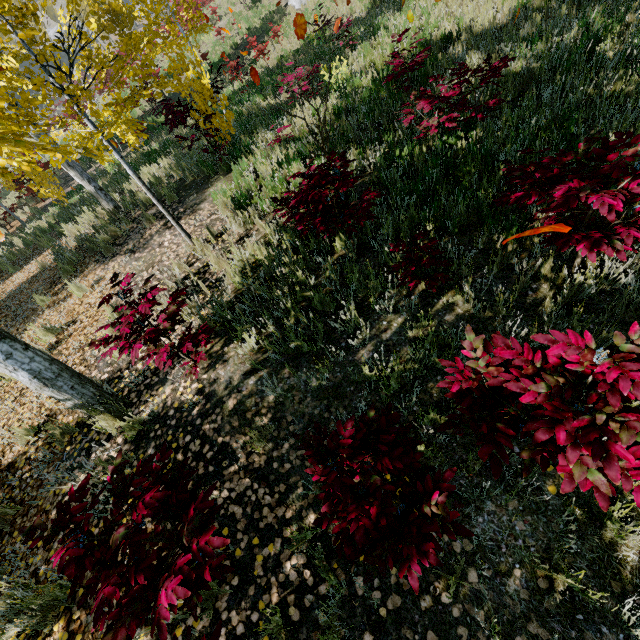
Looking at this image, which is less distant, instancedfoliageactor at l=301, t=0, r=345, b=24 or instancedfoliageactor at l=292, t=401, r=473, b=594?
instancedfoliageactor at l=292, t=401, r=473, b=594

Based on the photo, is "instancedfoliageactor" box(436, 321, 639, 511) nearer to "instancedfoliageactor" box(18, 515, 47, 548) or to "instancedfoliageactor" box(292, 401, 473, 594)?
"instancedfoliageactor" box(292, 401, 473, 594)

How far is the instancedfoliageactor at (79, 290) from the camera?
6.2m

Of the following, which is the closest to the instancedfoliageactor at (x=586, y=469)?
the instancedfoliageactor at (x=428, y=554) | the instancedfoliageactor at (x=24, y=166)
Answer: the instancedfoliageactor at (x=428, y=554)

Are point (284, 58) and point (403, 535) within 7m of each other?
no

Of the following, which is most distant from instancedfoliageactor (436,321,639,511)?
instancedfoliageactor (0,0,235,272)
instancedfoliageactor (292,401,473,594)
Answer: instancedfoliageactor (0,0,235,272)

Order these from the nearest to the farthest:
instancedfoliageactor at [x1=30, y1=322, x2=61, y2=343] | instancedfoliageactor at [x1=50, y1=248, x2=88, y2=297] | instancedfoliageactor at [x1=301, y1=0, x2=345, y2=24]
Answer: instancedfoliageactor at [x1=30, y1=322, x2=61, y2=343] < instancedfoliageactor at [x1=50, y1=248, x2=88, y2=297] < instancedfoliageactor at [x1=301, y1=0, x2=345, y2=24]

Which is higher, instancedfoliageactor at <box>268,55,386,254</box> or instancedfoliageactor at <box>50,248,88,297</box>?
instancedfoliageactor at <box>268,55,386,254</box>
